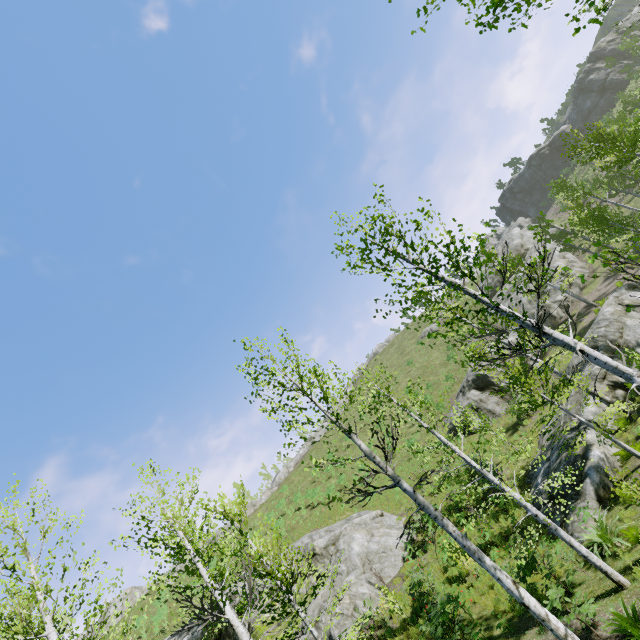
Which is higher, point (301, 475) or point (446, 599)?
point (301, 475)

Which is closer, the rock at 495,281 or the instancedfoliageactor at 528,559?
the instancedfoliageactor at 528,559

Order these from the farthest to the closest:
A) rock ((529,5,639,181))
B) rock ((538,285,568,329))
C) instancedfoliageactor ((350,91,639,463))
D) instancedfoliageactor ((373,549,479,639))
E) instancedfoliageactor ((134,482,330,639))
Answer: rock ((529,5,639,181)) < rock ((538,285,568,329)) < instancedfoliageactor ((373,549,479,639)) < instancedfoliageactor ((134,482,330,639)) < instancedfoliageactor ((350,91,639,463))

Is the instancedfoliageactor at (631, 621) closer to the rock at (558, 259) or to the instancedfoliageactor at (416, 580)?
the instancedfoliageactor at (416, 580)

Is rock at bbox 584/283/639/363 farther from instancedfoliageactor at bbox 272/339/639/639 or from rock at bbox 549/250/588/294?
rock at bbox 549/250/588/294

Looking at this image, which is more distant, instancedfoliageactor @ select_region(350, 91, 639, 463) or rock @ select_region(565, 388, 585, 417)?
rock @ select_region(565, 388, 585, 417)

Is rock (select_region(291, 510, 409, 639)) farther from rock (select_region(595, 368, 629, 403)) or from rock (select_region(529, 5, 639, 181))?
rock (select_region(529, 5, 639, 181))

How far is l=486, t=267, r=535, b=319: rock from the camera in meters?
32.2
